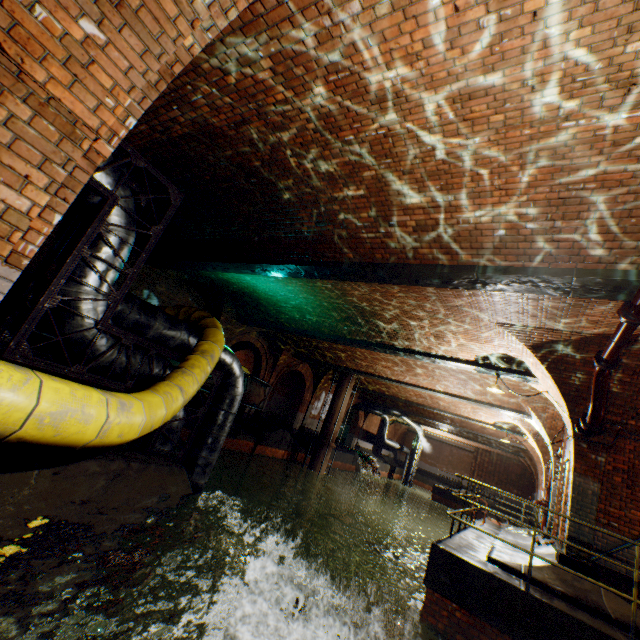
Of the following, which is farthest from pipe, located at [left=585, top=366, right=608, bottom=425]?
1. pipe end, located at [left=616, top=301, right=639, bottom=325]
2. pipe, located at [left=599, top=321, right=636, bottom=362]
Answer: pipe end, located at [left=616, top=301, right=639, bottom=325]

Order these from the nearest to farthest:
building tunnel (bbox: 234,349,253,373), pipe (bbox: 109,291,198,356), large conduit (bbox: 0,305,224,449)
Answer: large conduit (bbox: 0,305,224,449)
pipe (bbox: 109,291,198,356)
building tunnel (bbox: 234,349,253,373)

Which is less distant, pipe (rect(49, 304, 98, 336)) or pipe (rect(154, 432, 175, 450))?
pipe (rect(49, 304, 98, 336))

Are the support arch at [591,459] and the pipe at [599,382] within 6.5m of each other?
yes

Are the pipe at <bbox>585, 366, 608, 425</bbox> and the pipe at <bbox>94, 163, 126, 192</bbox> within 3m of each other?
no

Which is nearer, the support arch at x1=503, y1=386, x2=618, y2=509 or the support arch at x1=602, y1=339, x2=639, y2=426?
the support arch at x1=602, y1=339, x2=639, y2=426

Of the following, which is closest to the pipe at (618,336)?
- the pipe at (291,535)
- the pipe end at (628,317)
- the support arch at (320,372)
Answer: the pipe end at (628,317)

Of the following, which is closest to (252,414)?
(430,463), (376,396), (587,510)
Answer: (376,396)
